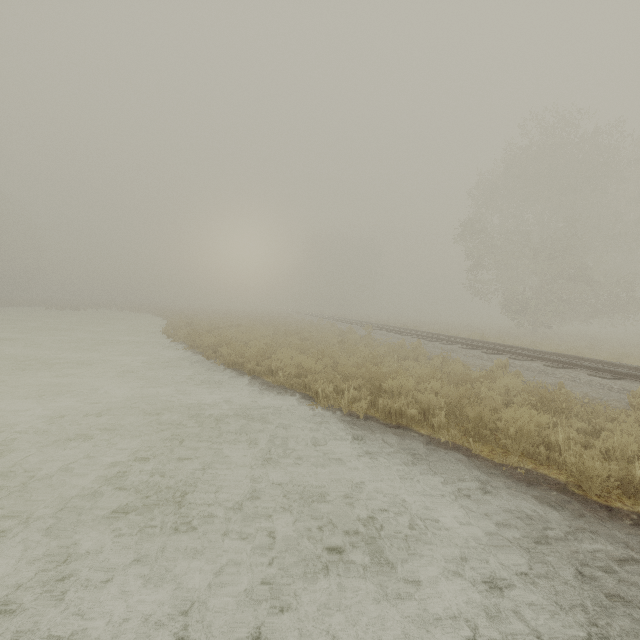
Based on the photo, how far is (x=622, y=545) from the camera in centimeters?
320cm
